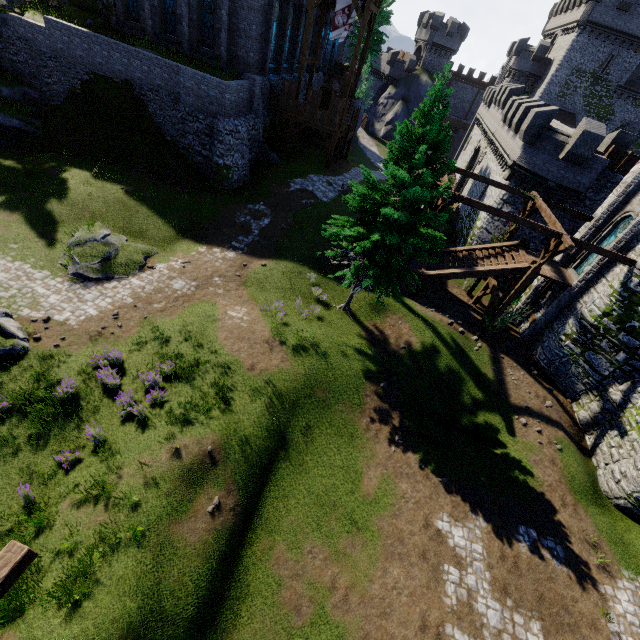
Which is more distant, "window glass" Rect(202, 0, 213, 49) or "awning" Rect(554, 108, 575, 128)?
"awning" Rect(554, 108, 575, 128)

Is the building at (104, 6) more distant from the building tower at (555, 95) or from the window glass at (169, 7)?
the building tower at (555, 95)

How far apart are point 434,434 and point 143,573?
11.61m

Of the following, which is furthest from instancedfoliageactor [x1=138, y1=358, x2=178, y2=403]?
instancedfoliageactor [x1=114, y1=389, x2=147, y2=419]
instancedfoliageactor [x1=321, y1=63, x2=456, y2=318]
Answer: instancedfoliageactor [x1=321, y1=63, x2=456, y2=318]

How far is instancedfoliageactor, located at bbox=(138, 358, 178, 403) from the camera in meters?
11.5 m

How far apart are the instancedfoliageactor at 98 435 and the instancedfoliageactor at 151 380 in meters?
1.0

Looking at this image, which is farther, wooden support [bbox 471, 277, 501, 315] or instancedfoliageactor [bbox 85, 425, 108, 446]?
wooden support [bbox 471, 277, 501, 315]

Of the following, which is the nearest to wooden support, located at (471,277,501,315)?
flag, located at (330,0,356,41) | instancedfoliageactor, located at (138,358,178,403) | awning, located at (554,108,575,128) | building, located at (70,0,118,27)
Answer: instancedfoliageactor, located at (138,358,178,403)
